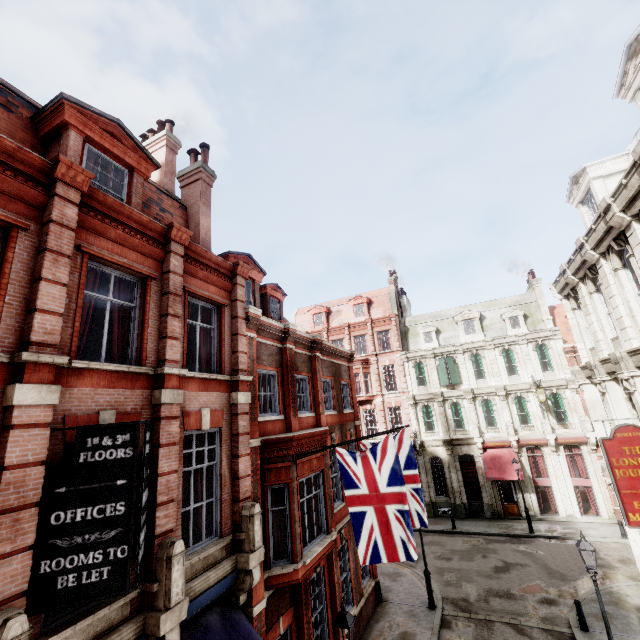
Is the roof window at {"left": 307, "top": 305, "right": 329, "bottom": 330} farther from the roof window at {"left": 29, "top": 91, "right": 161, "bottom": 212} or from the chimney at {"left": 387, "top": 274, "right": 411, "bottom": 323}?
the roof window at {"left": 29, "top": 91, "right": 161, "bottom": 212}

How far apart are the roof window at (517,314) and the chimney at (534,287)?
1.3 meters

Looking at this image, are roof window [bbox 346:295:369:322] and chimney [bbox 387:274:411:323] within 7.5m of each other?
yes

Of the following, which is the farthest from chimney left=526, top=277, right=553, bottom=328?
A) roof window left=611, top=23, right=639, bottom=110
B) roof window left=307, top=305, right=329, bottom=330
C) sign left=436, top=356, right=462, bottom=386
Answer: roof window left=611, top=23, right=639, bottom=110

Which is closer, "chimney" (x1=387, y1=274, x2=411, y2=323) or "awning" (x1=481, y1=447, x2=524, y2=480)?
"awning" (x1=481, y1=447, x2=524, y2=480)

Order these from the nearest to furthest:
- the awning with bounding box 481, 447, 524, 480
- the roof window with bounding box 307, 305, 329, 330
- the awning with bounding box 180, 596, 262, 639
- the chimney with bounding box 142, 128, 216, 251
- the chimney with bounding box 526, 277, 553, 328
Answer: the awning with bounding box 180, 596, 262, 639 → the chimney with bounding box 142, 128, 216, 251 → the awning with bounding box 481, 447, 524, 480 → the chimney with bounding box 526, 277, 553, 328 → the roof window with bounding box 307, 305, 329, 330

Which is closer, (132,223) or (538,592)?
(132,223)

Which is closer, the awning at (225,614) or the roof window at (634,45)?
the awning at (225,614)
